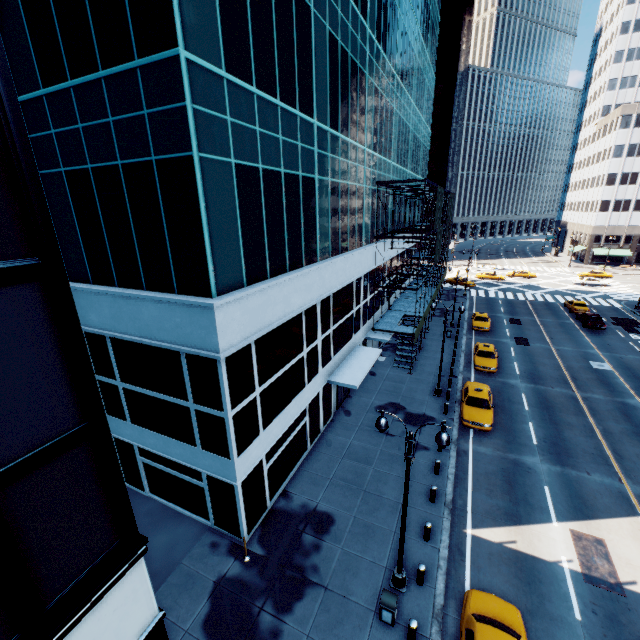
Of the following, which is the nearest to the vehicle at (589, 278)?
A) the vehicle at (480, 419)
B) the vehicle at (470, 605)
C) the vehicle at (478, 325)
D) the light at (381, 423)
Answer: the vehicle at (478, 325)

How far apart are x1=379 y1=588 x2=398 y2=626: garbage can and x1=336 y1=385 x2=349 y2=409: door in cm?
1201

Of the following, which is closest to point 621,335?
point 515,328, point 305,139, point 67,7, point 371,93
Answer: point 515,328

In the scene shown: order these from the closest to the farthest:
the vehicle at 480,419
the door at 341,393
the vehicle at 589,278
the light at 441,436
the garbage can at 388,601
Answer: the light at 441,436 < the garbage can at 388,601 < the vehicle at 480,419 < the door at 341,393 < the vehicle at 589,278

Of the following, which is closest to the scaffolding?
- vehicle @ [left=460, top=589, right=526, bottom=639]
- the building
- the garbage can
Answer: the building

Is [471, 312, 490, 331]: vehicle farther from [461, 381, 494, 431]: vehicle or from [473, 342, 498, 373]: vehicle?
[461, 381, 494, 431]: vehicle

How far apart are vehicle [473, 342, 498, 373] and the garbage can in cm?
2056

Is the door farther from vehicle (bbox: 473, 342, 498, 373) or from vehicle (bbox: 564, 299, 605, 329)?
vehicle (bbox: 564, 299, 605, 329)
